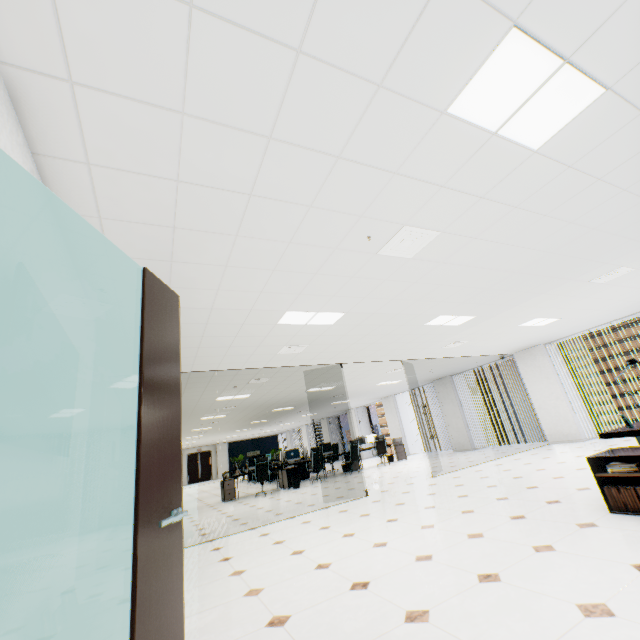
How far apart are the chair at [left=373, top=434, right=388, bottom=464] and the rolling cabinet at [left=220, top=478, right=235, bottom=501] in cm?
551

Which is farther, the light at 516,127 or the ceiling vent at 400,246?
the ceiling vent at 400,246

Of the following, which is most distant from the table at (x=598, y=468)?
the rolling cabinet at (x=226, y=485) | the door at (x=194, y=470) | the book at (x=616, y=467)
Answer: the door at (x=194, y=470)

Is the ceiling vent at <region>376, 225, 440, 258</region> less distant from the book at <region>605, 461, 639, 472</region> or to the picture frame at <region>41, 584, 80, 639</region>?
the book at <region>605, 461, 639, 472</region>

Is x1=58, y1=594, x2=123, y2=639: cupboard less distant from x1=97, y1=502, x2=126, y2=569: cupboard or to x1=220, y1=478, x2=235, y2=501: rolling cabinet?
x1=97, y1=502, x2=126, y2=569: cupboard

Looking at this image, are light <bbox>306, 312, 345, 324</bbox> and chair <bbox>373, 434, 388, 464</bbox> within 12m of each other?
yes

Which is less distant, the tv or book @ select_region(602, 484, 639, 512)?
the tv

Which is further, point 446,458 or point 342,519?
point 446,458
